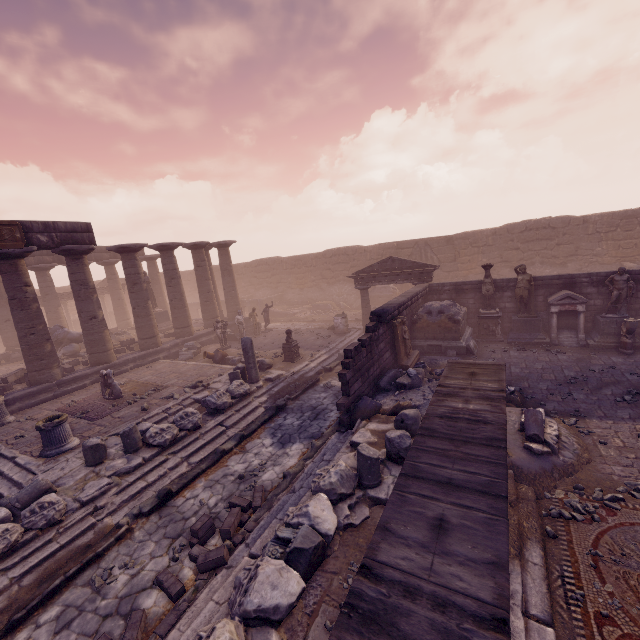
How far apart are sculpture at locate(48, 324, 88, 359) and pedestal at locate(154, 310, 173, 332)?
3.54m

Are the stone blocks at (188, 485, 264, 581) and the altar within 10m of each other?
no

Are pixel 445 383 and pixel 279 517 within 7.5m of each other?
yes

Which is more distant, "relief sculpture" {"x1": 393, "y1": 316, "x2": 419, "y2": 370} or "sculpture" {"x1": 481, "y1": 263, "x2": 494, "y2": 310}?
"sculpture" {"x1": 481, "y1": 263, "x2": 494, "y2": 310}

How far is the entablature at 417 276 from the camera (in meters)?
16.27

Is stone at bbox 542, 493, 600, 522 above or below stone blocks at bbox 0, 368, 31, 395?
below

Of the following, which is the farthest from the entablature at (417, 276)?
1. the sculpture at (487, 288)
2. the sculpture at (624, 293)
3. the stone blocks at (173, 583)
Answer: the stone blocks at (173, 583)

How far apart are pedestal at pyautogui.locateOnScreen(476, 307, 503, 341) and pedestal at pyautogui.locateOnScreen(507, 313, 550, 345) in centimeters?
12cm
